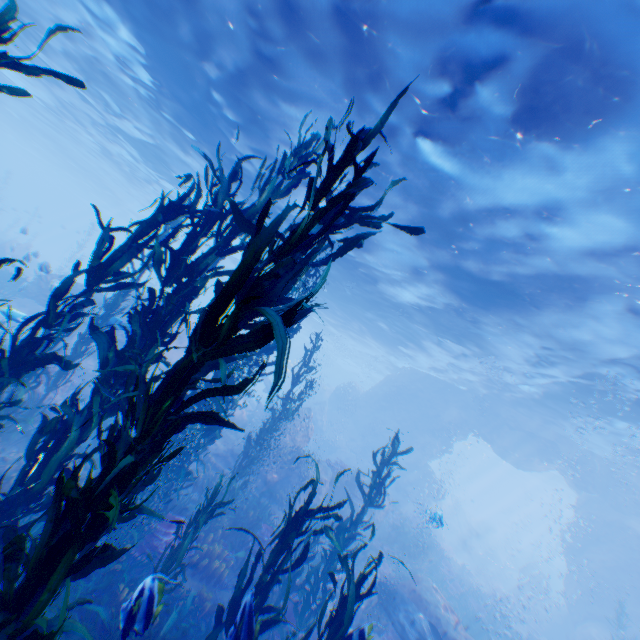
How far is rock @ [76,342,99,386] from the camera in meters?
15.6 m

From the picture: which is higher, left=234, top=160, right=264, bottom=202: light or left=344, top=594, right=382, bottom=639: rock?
left=234, top=160, right=264, bottom=202: light

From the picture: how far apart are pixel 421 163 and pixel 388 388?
26.5 meters

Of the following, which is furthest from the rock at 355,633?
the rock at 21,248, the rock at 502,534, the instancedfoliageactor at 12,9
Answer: the rock at 21,248

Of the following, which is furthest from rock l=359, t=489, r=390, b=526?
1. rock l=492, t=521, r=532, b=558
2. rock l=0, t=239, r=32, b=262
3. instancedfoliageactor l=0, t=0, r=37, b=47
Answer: rock l=0, t=239, r=32, b=262

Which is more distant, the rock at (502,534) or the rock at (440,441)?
the rock at (502,534)

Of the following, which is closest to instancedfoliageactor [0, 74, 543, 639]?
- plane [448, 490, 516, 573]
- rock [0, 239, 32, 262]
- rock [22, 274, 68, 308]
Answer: rock [22, 274, 68, 308]
